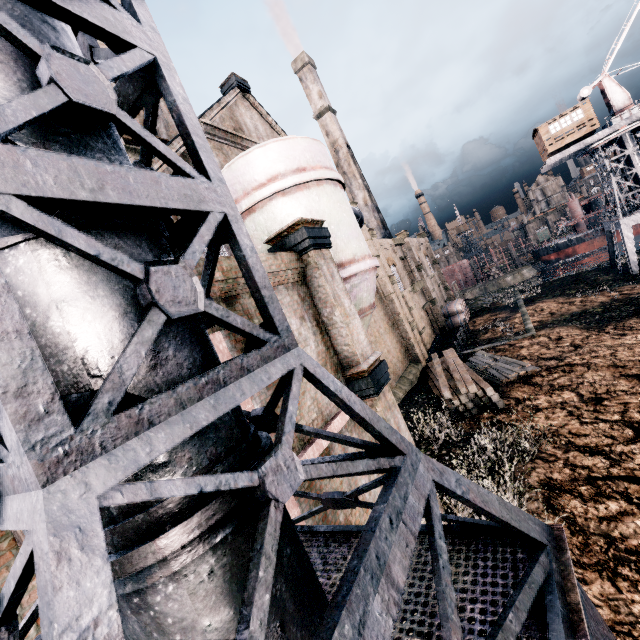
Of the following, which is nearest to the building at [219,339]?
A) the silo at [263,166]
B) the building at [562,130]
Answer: the silo at [263,166]

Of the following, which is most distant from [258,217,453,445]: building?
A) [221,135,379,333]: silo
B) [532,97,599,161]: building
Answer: [532,97,599,161]: building

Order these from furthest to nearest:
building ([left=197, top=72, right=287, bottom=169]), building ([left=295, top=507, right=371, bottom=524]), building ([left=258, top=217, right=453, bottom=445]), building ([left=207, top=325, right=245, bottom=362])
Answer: building ([left=197, top=72, right=287, bottom=169]) < building ([left=258, top=217, right=453, bottom=445]) < building ([left=295, top=507, right=371, bottom=524]) < building ([left=207, top=325, right=245, bottom=362])

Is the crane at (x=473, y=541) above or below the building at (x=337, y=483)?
above

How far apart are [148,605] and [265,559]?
0.67m

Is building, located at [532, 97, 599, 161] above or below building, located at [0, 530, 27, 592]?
above

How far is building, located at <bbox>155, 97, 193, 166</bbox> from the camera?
12.7m

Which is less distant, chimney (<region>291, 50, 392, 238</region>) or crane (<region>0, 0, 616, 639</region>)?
crane (<region>0, 0, 616, 639</region>)
